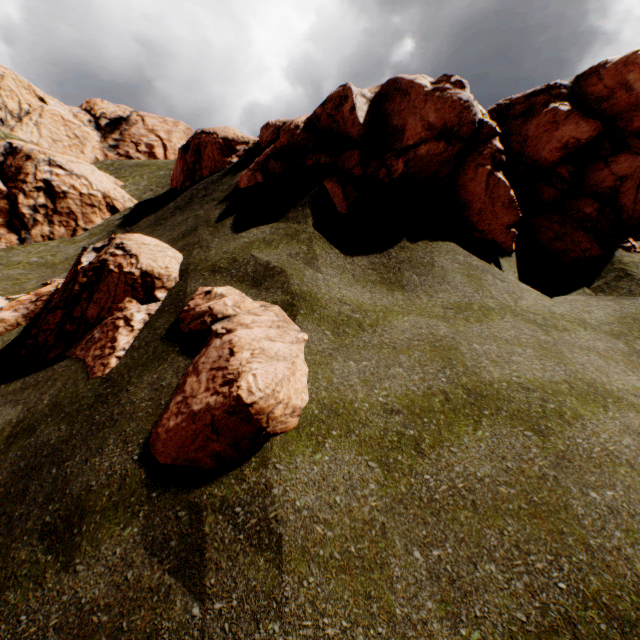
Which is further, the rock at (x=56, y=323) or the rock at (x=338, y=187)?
the rock at (x=338, y=187)

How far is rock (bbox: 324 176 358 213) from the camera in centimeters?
1102cm

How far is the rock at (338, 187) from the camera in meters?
11.0 m

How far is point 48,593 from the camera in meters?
4.5 m

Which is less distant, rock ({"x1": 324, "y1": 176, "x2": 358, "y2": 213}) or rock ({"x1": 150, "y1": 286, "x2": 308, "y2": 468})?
rock ({"x1": 150, "y1": 286, "x2": 308, "y2": 468})

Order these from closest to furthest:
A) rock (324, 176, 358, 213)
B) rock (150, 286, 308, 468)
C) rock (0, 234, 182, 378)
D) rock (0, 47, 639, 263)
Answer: rock (150, 286, 308, 468)
rock (0, 234, 182, 378)
rock (324, 176, 358, 213)
rock (0, 47, 639, 263)
